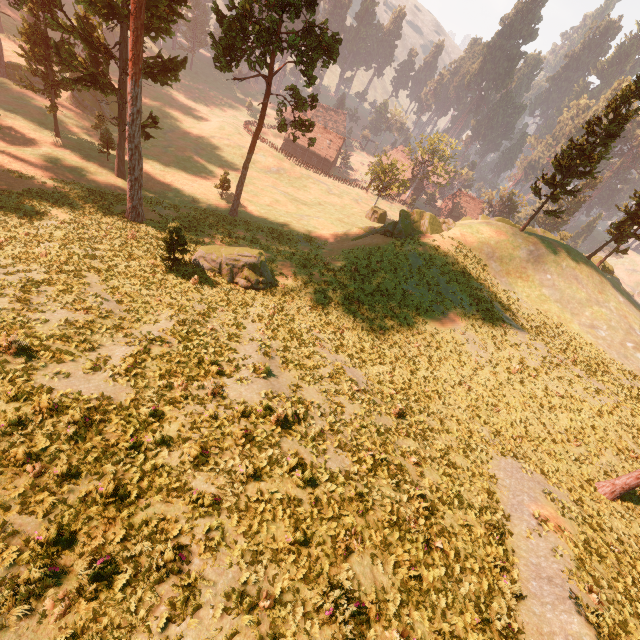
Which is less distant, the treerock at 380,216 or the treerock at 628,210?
the treerock at 628,210

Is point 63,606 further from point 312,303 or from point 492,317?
point 492,317

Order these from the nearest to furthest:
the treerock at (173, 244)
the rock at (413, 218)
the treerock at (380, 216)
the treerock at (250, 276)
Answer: the treerock at (173, 244), the treerock at (250, 276), the rock at (413, 218), the treerock at (380, 216)

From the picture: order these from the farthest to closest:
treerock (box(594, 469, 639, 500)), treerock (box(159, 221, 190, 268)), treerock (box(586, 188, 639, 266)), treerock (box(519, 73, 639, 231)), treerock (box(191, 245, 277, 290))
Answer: treerock (box(586, 188, 639, 266))
treerock (box(519, 73, 639, 231))
treerock (box(191, 245, 277, 290))
treerock (box(159, 221, 190, 268))
treerock (box(594, 469, 639, 500))

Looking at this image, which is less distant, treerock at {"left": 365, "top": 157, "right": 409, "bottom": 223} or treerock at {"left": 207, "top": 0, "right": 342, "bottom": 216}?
treerock at {"left": 207, "top": 0, "right": 342, "bottom": 216}

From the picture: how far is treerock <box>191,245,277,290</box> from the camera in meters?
24.5

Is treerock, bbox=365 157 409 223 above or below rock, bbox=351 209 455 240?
below
